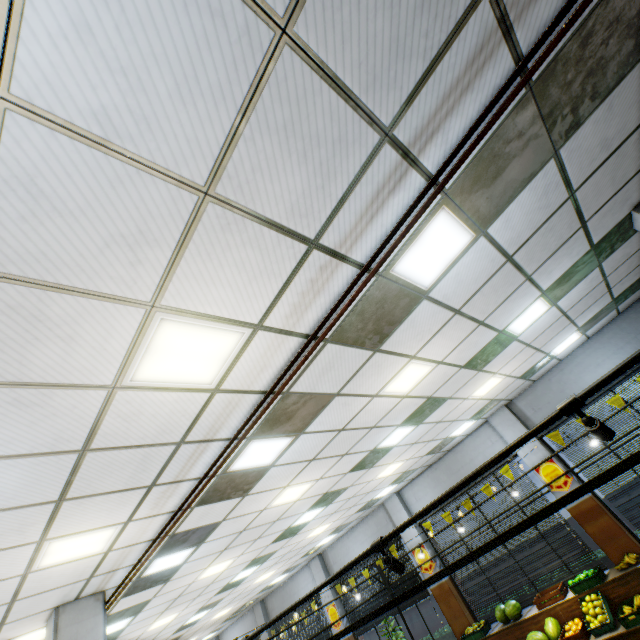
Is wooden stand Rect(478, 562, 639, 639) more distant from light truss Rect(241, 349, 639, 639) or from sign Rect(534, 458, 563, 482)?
sign Rect(534, 458, 563, 482)

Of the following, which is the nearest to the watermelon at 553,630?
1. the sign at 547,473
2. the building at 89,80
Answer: the building at 89,80

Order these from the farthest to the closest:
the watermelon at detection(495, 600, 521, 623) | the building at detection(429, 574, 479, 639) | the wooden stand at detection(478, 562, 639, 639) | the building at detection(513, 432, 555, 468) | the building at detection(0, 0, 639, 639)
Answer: the building at detection(429, 574, 479, 639)
the building at detection(513, 432, 555, 468)
the watermelon at detection(495, 600, 521, 623)
the wooden stand at detection(478, 562, 639, 639)
the building at detection(0, 0, 639, 639)

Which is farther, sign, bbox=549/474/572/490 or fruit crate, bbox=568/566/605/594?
sign, bbox=549/474/572/490

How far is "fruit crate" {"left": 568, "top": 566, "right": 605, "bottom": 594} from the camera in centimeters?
711cm

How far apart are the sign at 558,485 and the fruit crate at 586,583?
1.6 meters

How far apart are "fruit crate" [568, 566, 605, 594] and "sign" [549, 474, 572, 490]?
1.6 meters

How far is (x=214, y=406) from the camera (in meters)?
3.35
